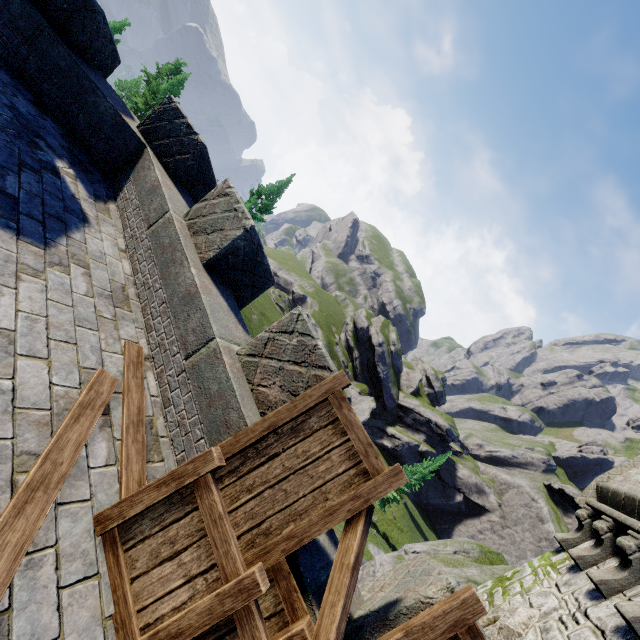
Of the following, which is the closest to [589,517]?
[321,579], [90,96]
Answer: [321,579]

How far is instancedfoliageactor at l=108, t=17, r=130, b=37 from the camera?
30.4m

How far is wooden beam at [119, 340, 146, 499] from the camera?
3.03m

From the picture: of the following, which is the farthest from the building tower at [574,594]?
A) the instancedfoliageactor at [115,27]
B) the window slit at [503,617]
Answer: the instancedfoliageactor at [115,27]

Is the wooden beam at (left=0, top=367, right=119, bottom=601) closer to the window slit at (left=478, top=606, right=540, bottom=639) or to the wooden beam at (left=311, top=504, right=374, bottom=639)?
the wooden beam at (left=311, top=504, right=374, bottom=639)

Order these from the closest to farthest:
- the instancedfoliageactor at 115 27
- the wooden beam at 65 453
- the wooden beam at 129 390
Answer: the wooden beam at 65 453 → the wooden beam at 129 390 → the instancedfoliageactor at 115 27

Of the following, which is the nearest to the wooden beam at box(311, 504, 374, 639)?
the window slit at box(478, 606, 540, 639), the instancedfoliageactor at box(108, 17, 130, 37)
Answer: the window slit at box(478, 606, 540, 639)

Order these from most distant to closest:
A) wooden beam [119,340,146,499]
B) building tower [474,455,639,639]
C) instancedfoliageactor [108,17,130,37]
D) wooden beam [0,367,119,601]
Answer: instancedfoliageactor [108,17,130,37], building tower [474,455,639,639], wooden beam [119,340,146,499], wooden beam [0,367,119,601]
